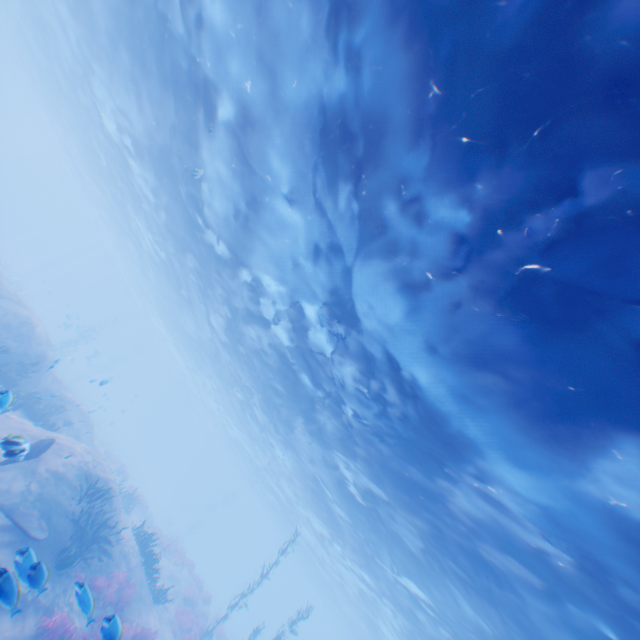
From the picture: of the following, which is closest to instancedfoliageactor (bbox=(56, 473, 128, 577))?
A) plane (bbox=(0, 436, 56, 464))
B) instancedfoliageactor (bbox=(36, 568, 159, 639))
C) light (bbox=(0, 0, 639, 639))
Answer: instancedfoliageactor (bbox=(36, 568, 159, 639))

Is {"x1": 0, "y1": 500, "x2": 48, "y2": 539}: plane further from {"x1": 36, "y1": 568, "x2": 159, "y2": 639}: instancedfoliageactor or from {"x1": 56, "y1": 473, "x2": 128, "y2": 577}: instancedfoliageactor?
{"x1": 36, "y1": 568, "x2": 159, "y2": 639}: instancedfoliageactor

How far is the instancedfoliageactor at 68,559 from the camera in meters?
10.2 m

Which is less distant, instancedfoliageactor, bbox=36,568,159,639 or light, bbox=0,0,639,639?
light, bbox=0,0,639,639

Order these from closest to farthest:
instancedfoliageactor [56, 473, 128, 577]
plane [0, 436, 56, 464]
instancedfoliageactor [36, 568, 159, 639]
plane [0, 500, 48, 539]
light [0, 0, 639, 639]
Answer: light [0, 0, 639, 639]
instancedfoliageactor [36, 568, 159, 639]
plane [0, 436, 56, 464]
plane [0, 500, 48, 539]
instancedfoliageactor [56, 473, 128, 577]

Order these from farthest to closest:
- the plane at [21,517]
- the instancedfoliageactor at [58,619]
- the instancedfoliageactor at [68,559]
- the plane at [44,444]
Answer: the instancedfoliageactor at [68,559] → the plane at [21,517] → the plane at [44,444] → the instancedfoliageactor at [58,619]

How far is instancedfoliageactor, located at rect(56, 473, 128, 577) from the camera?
10.24m

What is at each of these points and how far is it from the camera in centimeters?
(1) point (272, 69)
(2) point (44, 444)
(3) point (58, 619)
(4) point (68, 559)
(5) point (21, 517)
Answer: (1) light, 905cm
(2) plane, 1131cm
(3) instancedfoliageactor, 867cm
(4) instancedfoliageactor, 1012cm
(5) plane, 957cm
